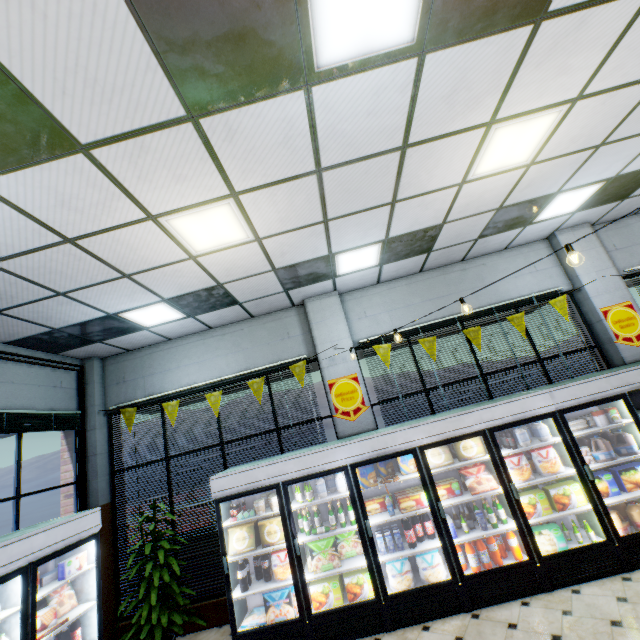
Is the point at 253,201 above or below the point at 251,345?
above

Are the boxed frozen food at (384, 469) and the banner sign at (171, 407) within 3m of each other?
no

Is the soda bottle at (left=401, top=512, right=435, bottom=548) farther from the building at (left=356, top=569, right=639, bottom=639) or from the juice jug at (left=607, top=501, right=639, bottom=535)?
the juice jug at (left=607, top=501, right=639, bottom=535)

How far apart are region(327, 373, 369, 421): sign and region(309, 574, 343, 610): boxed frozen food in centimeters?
219cm

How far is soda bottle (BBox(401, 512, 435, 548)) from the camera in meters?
4.4 m

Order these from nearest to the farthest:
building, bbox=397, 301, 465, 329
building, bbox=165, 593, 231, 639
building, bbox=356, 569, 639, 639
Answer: building, bbox=356, 569, 639, 639
building, bbox=165, 593, 231, 639
building, bbox=397, 301, 465, 329

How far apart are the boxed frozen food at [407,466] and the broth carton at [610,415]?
2.7m

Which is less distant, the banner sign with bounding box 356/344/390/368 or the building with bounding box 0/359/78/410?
the building with bounding box 0/359/78/410
